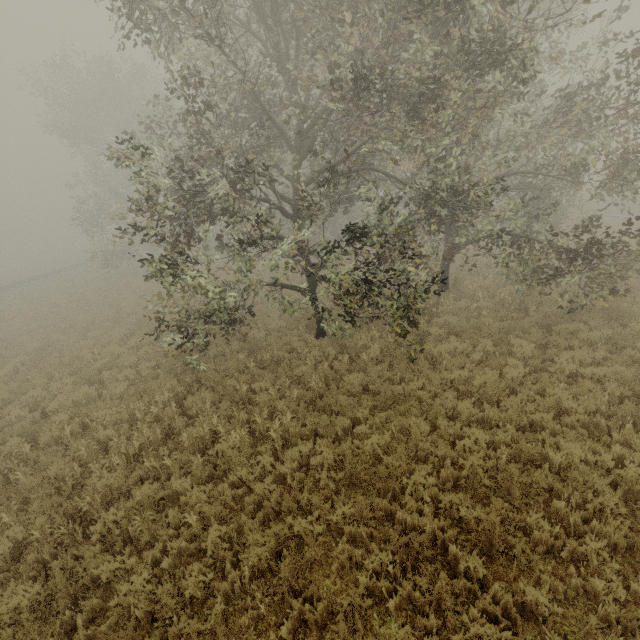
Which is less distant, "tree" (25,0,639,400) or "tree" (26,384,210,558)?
"tree" (26,384,210,558)

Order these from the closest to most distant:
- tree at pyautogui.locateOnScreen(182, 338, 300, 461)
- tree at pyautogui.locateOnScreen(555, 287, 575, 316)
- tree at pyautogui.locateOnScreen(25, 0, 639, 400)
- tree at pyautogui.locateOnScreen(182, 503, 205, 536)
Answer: tree at pyautogui.locateOnScreen(182, 503, 205, 536)
tree at pyautogui.locateOnScreen(25, 0, 639, 400)
tree at pyautogui.locateOnScreen(182, 338, 300, 461)
tree at pyautogui.locateOnScreen(555, 287, 575, 316)

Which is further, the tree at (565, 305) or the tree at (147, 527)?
the tree at (565, 305)

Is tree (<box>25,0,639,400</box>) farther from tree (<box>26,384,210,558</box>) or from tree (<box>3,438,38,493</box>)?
tree (<box>3,438,38,493</box>)

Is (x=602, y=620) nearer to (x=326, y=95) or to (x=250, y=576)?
(x=250, y=576)

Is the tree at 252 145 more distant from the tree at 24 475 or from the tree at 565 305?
→ the tree at 24 475

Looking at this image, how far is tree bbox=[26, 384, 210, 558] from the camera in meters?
5.7
